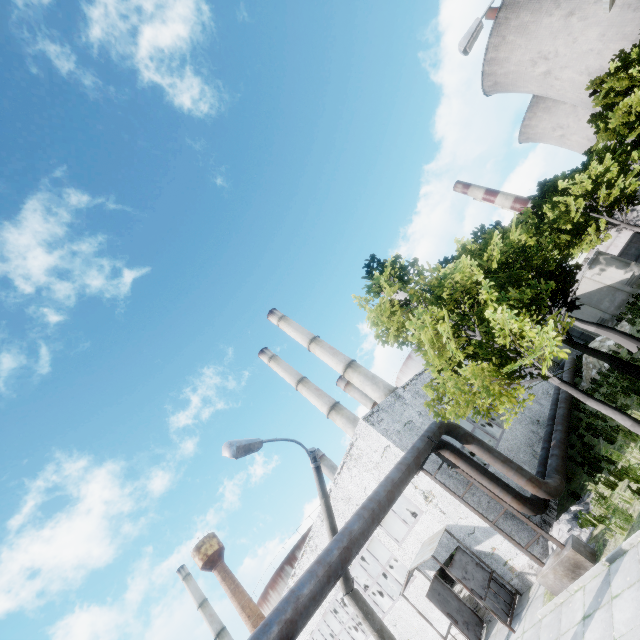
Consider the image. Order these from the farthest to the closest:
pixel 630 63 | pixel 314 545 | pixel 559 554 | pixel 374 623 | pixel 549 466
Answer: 1. pixel 630 63
2. pixel 314 545
3. pixel 549 466
4. pixel 559 554
5. pixel 374 623

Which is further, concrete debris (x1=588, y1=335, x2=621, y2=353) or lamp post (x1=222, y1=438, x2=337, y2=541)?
concrete debris (x1=588, y1=335, x2=621, y2=353)

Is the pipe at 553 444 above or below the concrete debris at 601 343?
above

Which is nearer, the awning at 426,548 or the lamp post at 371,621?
the lamp post at 371,621

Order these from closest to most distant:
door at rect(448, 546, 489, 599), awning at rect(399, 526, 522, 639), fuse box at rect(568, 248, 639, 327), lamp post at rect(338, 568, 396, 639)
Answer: lamp post at rect(338, 568, 396, 639) < awning at rect(399, 526, 522, 639) < door at rect(448, 546, 489, 599) < fuse box at rect(568, 248, 639, 327)

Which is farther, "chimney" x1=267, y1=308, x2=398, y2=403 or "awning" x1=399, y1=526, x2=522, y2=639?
"chimney" x1=267, y1=308, x2=398, y2=403

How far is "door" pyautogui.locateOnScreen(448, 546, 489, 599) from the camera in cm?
1162

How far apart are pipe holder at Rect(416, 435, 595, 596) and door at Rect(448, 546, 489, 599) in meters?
2.7
